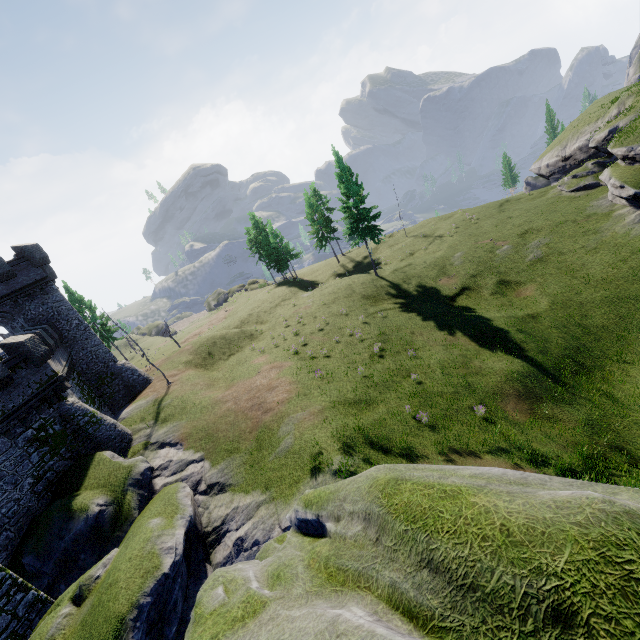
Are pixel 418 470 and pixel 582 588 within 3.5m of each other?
yes

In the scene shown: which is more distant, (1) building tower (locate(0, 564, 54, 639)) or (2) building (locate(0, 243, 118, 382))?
(2) building (locate(0, 243, 118, 382))

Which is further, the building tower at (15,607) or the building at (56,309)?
the building at (56,309)

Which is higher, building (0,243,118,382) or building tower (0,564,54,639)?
building (0,243,118,382)

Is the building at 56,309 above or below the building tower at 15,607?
above
